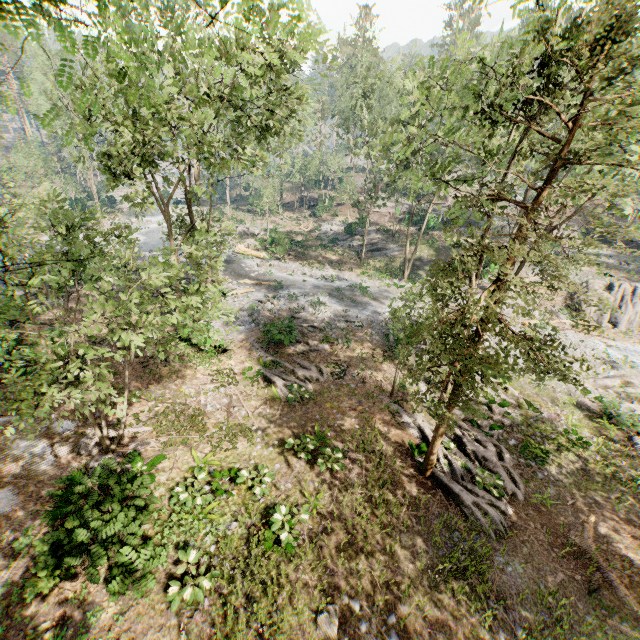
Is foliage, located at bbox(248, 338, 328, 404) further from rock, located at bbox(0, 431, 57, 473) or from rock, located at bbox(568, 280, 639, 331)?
rock, located at bbox(0, 431, 57, 473)

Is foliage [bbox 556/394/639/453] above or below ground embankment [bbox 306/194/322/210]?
below

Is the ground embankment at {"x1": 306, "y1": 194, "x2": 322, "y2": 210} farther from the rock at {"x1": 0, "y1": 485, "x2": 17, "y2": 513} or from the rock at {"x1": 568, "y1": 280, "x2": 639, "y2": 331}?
the rock at {"x1": 0, "y1": 485, "x2": 17, "y2": 513}

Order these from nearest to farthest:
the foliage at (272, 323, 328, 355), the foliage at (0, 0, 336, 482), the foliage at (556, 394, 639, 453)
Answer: the foliage at (0, 0, 336, 482) < the foliage at (556, 394, 639, 453) < the foliage at (272, 323, 328, 355)

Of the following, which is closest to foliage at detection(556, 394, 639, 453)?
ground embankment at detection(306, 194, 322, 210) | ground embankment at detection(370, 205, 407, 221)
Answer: ground embankment at detection(370, 205, 407, 221)

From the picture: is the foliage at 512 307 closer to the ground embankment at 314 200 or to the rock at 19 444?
the ground embankment at 314 200

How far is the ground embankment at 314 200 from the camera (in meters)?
51.31

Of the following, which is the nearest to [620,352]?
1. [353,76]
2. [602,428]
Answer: [602,428]
